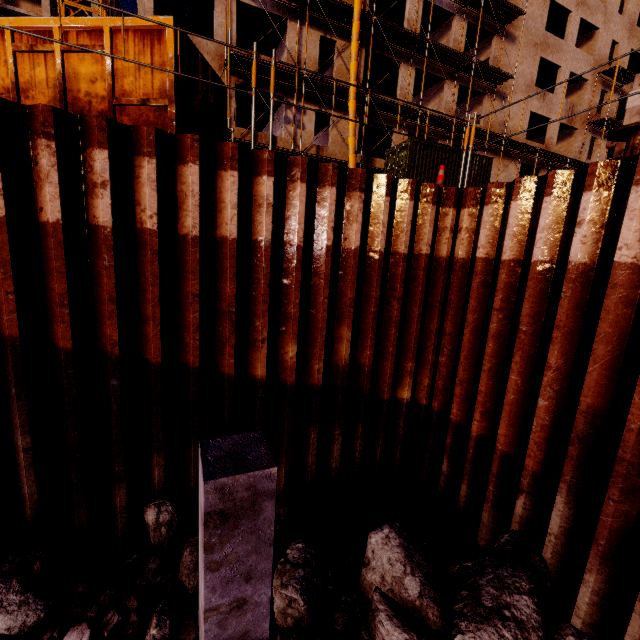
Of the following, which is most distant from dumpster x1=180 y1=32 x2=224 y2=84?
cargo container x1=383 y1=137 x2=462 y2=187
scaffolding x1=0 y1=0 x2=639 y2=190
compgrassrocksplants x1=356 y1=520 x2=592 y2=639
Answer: cargo container x1=383 y1=137 x2=462 y2=187

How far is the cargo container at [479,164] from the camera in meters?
19.0

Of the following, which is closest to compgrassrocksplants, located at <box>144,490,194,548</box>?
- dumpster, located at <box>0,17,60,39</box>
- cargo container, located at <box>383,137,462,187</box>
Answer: dumpster, located at <box>0,17,60,39</box>

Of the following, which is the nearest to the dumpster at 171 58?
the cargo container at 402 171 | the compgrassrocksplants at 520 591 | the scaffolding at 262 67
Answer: the scaffolding at 262 67

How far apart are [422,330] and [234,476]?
4.84m

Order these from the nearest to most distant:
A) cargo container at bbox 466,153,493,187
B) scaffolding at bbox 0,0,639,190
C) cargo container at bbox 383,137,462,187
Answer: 1. scaffolding at bbox 0,0,639,190
2. cargo container at bbox 383,137,462,187
3. cargo container at bbox 466,153,493,187

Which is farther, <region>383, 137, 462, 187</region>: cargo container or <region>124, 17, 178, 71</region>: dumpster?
<region>383, 137, 462, 187</region>: cargo container

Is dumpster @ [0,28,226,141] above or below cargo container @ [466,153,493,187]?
below
